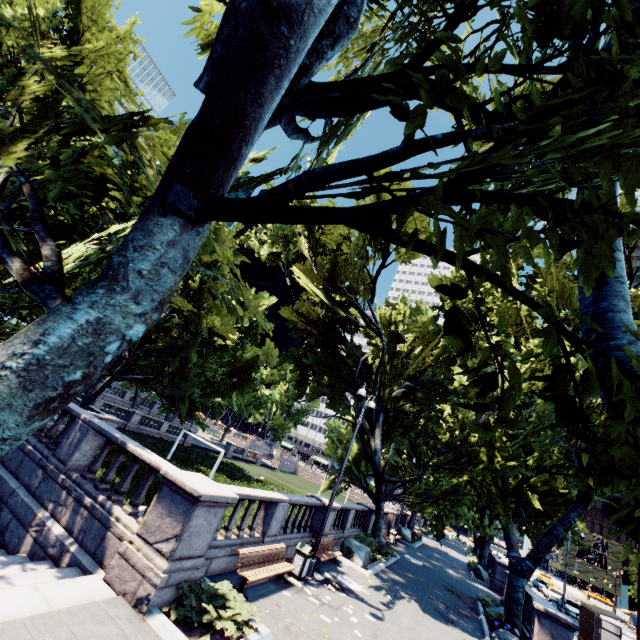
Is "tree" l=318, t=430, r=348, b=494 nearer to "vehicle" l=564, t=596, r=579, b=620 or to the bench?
"vehicle" l=564, t=596, r=579, b=620

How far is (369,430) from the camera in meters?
23.8

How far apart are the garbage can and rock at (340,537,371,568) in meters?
5.8

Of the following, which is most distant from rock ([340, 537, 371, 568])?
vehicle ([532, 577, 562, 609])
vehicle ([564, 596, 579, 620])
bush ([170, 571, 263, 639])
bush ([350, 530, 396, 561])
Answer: vehicle ([532, 577, 562, 609])

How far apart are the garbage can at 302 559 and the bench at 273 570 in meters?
0.5

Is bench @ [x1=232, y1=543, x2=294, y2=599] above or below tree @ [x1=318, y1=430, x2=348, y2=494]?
below

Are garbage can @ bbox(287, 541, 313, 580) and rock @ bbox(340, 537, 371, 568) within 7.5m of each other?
yes

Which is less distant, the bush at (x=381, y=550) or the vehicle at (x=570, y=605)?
the bush at (x=381, y=550)
